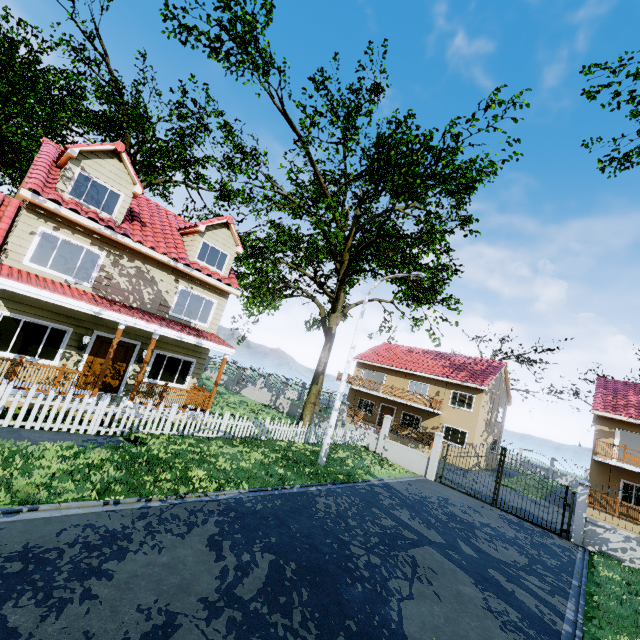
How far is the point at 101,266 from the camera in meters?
12.1 m

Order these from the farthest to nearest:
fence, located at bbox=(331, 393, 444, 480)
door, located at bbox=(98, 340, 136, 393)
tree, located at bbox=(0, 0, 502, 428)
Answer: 1. fence, located at bbox=(331, 393, 444, 480)
2. tree, located at bbox=(0, 0, 502, 428)
3. door, located at bbox=(98, 340, 136, 393)

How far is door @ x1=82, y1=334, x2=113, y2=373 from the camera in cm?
1213

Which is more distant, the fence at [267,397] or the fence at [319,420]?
the fence at [267,397]

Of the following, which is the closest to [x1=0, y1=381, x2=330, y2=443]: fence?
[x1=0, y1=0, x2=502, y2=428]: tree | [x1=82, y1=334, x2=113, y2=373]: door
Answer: [x1=0, y1=0, x2=502, y2=428]: tree

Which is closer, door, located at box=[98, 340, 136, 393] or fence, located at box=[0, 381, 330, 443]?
fence, located at box=[0, 381, 330, 443]

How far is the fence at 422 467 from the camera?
17.8 meters
